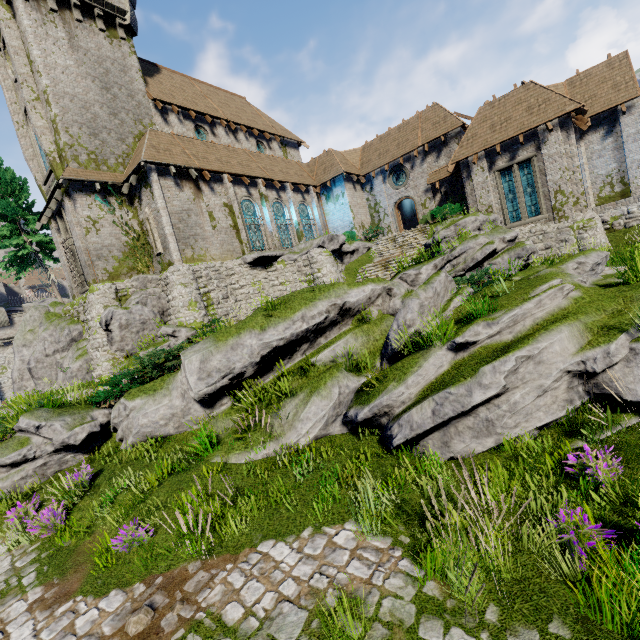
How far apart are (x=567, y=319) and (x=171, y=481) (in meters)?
8.90

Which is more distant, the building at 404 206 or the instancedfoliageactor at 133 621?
the building at 404 206

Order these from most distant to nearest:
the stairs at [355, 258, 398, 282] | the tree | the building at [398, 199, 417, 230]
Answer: the building at [398, 199, 417, 230] < the tree < the stairs at [355, 258, 398, 282]

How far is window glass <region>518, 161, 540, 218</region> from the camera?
19.52m

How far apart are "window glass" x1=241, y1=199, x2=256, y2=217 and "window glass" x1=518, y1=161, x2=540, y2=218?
17.1 meters

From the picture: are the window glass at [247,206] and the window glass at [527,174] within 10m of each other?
no

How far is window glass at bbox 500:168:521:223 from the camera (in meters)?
20.16

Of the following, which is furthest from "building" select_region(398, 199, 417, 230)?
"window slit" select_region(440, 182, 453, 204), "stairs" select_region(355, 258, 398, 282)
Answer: "stairs" select_region(355, 258, 398, 282)
